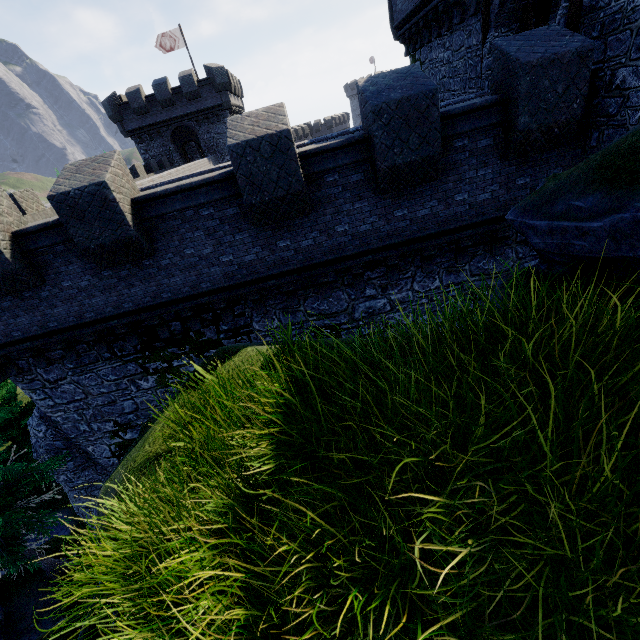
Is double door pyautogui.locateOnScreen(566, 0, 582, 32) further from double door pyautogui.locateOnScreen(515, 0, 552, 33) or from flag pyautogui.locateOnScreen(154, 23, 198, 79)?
flag pyautogui.locateOnScreen(154, 23, 198, 79)

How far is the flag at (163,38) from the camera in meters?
29.2 m

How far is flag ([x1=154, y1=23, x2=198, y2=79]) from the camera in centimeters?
2919cm

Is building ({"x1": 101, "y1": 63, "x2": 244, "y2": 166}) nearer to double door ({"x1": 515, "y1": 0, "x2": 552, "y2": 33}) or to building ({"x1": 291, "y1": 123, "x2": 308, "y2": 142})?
building ({"x1": 291, "y1": 123, "x2": 308, "y2": 142})

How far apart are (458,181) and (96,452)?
15.3 meters

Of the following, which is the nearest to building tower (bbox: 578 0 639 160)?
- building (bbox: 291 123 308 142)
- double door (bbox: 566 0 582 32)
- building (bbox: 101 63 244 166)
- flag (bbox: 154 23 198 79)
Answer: double door (bbox: 566 0 582 32)

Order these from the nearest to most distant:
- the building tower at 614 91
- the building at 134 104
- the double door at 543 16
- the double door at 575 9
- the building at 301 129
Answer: the building tower at 614 91
the double door at 575 9
the double door at 543 16
the building at 134 104
the building at 301 129

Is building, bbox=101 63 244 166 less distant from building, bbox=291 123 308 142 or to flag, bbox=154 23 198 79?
flag, bbox=154 23 198 79
